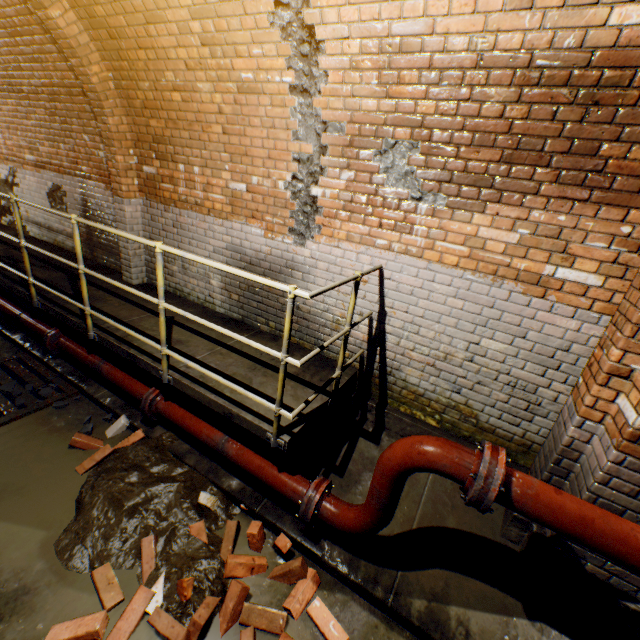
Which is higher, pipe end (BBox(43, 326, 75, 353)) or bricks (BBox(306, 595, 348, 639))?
pipe end (BBox(43, 326, 75, 353))

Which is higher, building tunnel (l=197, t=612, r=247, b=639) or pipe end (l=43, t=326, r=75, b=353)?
pipe end (l=43, t=326, r=75, b=353)

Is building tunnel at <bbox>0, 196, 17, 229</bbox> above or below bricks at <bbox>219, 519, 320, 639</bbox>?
above

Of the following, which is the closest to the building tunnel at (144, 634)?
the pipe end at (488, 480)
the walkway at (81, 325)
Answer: the walkway at (81, 325)

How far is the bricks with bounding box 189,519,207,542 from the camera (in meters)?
2.64

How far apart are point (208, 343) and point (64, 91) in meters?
4.3

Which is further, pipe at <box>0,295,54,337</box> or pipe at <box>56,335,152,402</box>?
pipe at <box>0,295,54,337</box>
